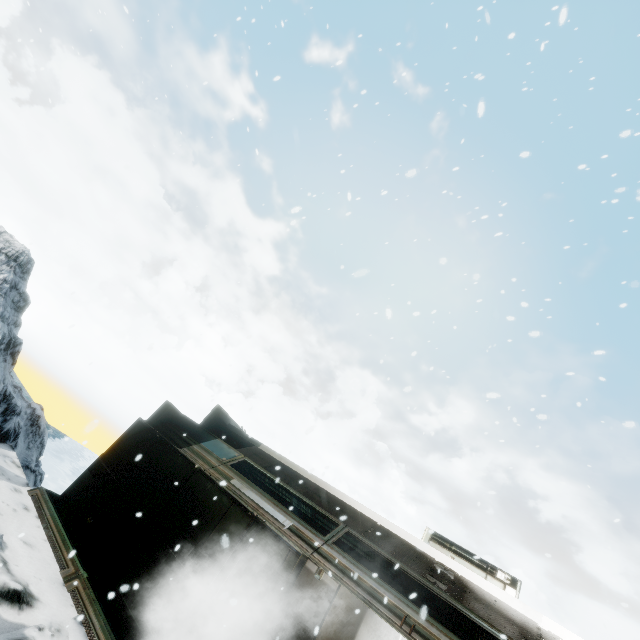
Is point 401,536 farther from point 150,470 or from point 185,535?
point 150,470
